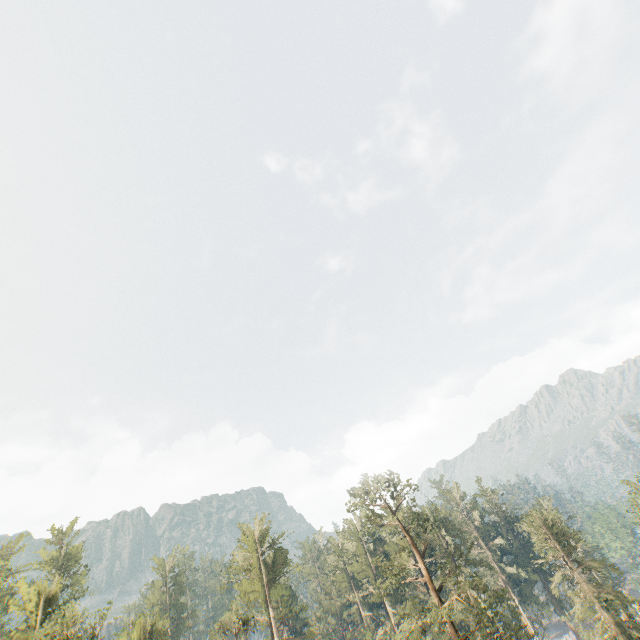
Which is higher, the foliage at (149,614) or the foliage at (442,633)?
the foliage at (149,614)

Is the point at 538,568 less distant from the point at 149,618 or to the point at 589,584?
the point at 589,584

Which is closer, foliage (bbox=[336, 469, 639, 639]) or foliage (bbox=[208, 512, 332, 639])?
foliage (bbox=[336, 469, 639, 639])

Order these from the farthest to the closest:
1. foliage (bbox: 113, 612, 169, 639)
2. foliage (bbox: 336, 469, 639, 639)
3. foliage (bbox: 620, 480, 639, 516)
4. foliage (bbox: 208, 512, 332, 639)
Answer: A: foliage (bbox: 620, 480, 639, 516) → foliage (bbox: 113, 612, 169, 639) → foliage (bbox: 208, 512, 332, 639) → foliage (bbox: 336, 469, 639, 639)
